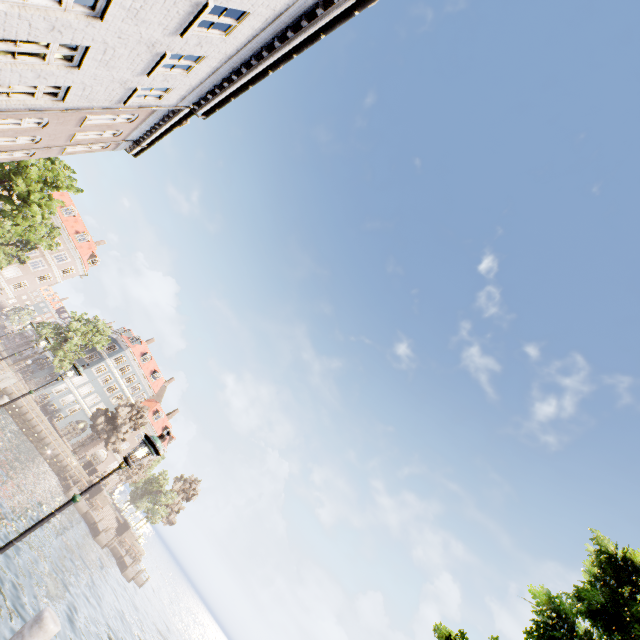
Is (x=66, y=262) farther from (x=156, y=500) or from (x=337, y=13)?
(x=337, y=13)

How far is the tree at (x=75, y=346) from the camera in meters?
39.4 m

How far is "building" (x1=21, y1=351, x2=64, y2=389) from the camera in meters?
48.1

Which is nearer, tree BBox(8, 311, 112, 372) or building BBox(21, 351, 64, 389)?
tree BBox(8, 311, 112, 372)

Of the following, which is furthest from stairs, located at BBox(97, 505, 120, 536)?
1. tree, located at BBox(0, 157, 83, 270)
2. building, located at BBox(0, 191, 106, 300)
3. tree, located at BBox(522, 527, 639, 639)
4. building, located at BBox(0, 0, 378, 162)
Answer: tree, located at BBox(522, 527, 639, 639)

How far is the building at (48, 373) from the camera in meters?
48.1 m

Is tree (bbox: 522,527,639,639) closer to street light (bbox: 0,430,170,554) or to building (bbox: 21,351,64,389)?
street light (bbox: 0,430,170,554)

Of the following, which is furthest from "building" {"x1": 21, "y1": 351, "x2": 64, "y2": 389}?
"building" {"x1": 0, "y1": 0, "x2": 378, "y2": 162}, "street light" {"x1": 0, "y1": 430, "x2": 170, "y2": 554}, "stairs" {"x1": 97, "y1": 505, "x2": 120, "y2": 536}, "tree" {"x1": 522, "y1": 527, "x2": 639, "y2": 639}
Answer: "tree" {"x1": 522, "y1": 527, "x2": 639, "y2": 639}
